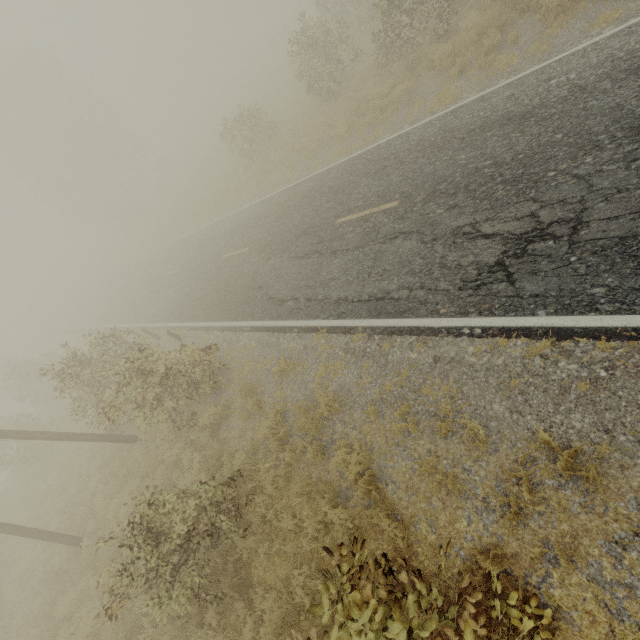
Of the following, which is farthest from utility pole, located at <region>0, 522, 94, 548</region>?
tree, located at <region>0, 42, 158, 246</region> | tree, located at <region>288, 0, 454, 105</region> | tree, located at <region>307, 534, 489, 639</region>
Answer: tree, located at <region>0, 42, 158, 246</region>

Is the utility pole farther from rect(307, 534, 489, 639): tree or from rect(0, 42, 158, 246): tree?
rect(0, 42, 158, 246): tree

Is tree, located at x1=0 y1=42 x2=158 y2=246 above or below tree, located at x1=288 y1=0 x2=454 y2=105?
above

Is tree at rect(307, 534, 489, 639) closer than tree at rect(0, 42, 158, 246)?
Yes

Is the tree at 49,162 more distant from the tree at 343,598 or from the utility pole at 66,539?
the tree at 343,598

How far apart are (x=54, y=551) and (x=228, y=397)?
8.7m

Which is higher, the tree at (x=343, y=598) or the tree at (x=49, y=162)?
the tree at (x=49, y=162)

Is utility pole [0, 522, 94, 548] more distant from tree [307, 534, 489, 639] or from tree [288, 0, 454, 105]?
tree [288, 0, 454, 105]
